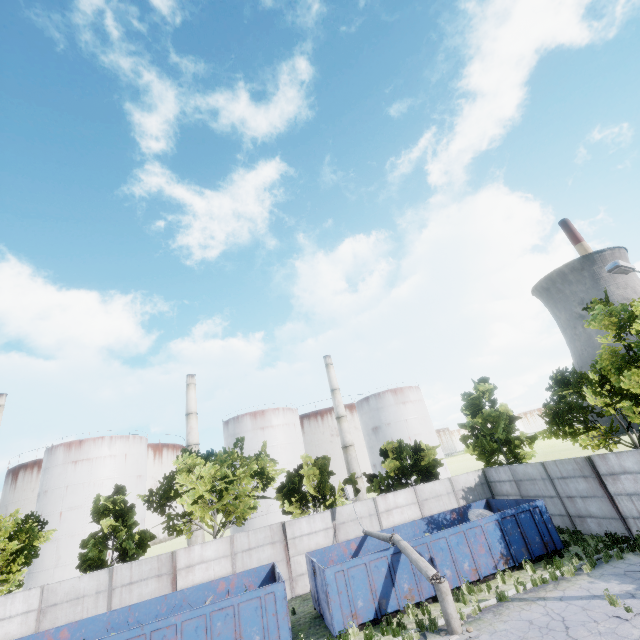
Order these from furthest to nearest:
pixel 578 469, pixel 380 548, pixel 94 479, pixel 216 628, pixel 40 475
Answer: pixel 40 475 < pixel 94 479 < pixel 380 548 < pixel 578 469 < pixel 216 628

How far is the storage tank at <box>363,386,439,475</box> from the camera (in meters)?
54.94

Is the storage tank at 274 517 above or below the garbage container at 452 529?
above

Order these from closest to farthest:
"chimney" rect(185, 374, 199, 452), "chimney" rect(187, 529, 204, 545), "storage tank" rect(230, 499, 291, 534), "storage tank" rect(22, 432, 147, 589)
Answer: "storage tank" rect(22, 432, 147, 589)
"chimney" rect(187, 529, 204, 545)
"storage tank" rect(230, 499, 291, 534)
"chimney" rect(185, 374, 199, 452)

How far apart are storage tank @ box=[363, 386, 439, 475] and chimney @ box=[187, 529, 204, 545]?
28.5m

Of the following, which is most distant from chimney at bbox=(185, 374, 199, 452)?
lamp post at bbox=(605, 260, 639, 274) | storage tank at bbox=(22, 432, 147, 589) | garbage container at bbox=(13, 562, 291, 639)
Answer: lamp post at bbox=(605, 260, 639, 274)

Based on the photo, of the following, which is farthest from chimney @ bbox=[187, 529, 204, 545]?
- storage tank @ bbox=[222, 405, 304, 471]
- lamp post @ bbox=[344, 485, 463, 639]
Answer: lamp post @ bbox=[344, 485, 463, 639]

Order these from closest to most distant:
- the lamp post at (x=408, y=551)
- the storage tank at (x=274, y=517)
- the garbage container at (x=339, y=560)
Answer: the lamp post at (x=408, y=551), the garbage container at (x=339, y=560), the storage tank at (x=274, y=517)
